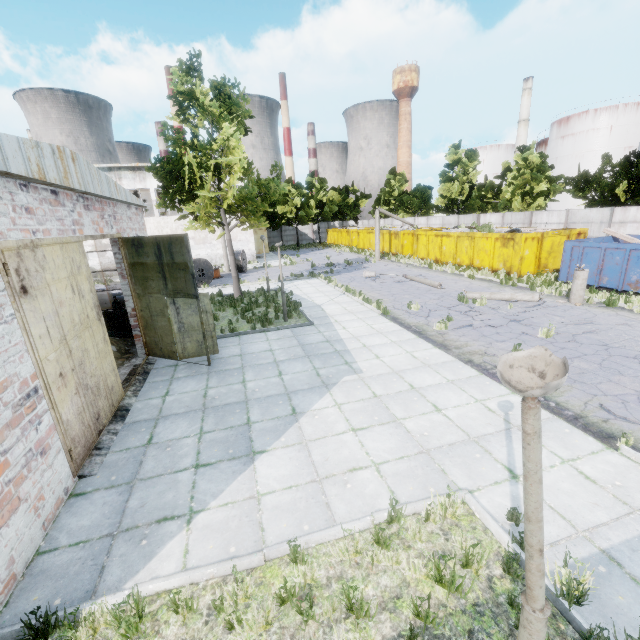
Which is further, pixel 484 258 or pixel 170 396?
pixel 484 258

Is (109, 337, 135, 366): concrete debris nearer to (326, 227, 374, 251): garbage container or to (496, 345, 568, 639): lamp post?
(496, 345, 568, 639): lamp post

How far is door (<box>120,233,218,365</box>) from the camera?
8.9 meters

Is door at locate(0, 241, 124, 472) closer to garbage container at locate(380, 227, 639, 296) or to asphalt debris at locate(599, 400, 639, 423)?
asphalt debris at locate(599, 400, 639, 423)

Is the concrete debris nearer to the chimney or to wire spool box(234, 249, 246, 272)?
wire spool box(234, 249, 246, 272)

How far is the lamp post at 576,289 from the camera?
13.3m

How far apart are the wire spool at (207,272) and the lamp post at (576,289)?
21.2m

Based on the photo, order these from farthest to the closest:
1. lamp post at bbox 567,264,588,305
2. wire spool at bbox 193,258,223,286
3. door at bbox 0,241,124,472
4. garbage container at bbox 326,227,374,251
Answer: garbage container at bbox 326,227,374,251 → wire spool at bbox 193,258,223,286 → lamp post at bbox 567,264,588,305 → door at bbox 0,241,124,472
